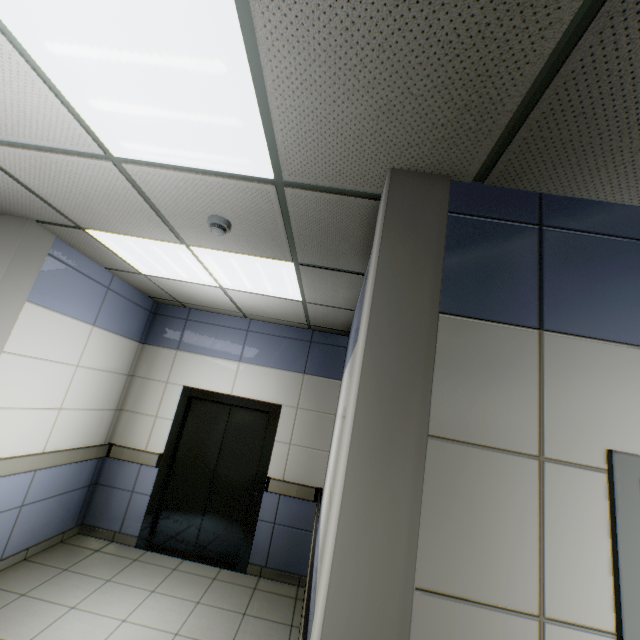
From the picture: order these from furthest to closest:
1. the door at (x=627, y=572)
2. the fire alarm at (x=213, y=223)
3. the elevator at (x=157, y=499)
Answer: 1. the elevator at (x=157, y=499)
2. the fire alarm at (x=213, y=223)
3. the door at (x=627, y=572)

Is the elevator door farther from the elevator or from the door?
the door

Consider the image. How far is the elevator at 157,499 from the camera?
4.1m

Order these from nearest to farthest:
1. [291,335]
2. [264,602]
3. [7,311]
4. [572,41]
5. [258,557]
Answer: [572,41] → [7,311] → [264,602] → [258,557] → [291,335]

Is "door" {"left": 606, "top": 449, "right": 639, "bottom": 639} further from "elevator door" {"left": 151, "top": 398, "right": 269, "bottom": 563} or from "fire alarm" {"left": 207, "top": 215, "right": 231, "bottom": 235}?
"elevator door" {"left": 151, "top": 398, "right": 269, "bottom": 563}

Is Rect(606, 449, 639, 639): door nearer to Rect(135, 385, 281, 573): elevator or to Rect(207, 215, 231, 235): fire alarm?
Rect(207, 215, 231, 235): fire alarm

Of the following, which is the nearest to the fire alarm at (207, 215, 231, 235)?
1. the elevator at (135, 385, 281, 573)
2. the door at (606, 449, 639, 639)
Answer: the door at (606, 449, 639, 639)
